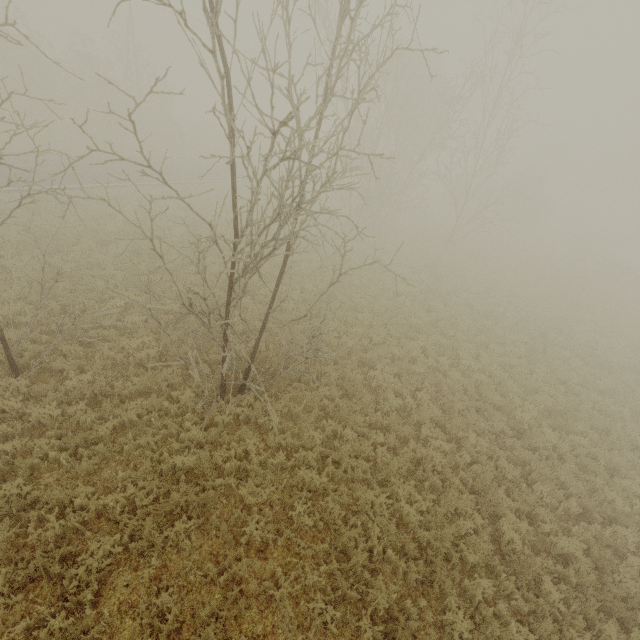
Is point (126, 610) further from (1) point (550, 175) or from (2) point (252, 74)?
(1) point (550, 175)
